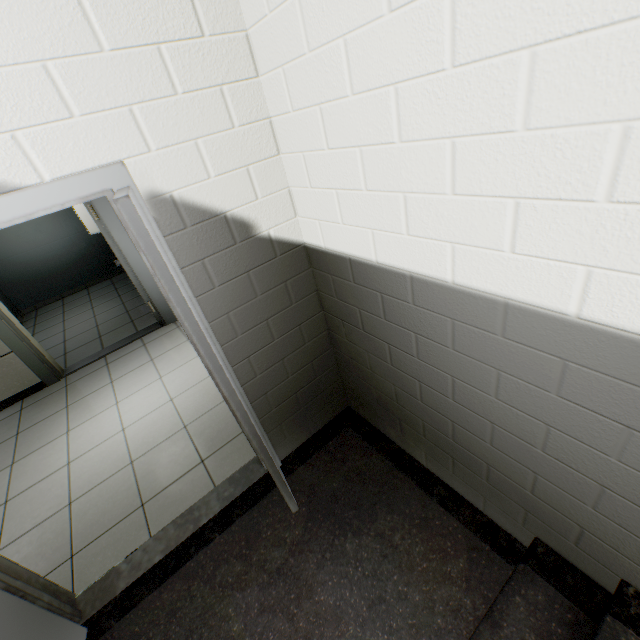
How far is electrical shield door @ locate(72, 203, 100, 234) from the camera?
5.05m

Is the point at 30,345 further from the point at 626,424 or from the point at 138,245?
the point at 626,424

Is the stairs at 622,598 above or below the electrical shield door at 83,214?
below

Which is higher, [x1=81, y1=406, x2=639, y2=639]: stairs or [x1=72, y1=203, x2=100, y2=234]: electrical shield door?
[x1=72, y1=203, x2=100, y2=234]: electrical shield door

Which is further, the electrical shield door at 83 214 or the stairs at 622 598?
the electrical shield door at 83 214

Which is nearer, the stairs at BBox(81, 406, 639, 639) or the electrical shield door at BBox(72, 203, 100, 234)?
the stairs at BBox(81, 406, 639, 639)
